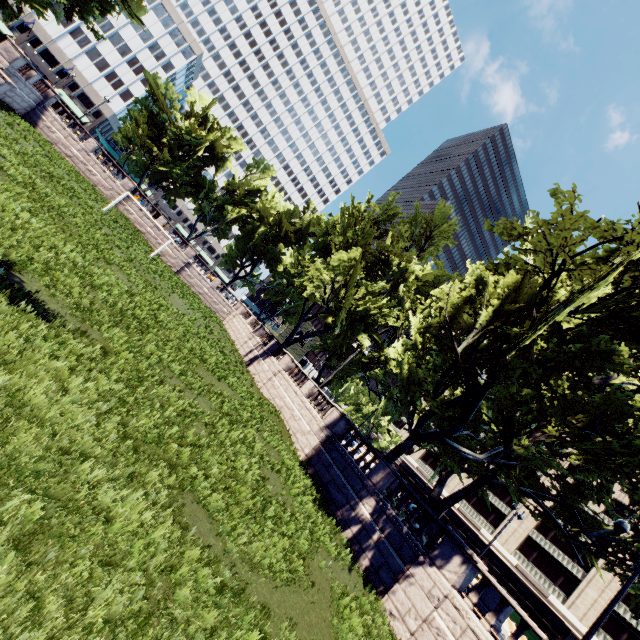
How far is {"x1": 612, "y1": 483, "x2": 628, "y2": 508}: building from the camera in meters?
43.0

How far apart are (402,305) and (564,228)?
26.6 meters

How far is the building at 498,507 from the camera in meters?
48.0 m

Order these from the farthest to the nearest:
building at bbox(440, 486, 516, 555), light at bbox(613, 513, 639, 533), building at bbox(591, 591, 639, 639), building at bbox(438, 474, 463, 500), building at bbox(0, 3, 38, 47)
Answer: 1. building at bbox(0, 3, 38, 47)
2. building at bbox(438, 474, 463, 500)
3. building at bbox(440, 486, 516, 555)
4. building at bbox(591, 591, 639, 639)
5. light at bbox(613, 513, 639, 533)

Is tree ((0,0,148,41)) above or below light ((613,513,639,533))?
above

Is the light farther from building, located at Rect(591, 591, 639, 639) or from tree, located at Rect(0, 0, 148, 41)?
building, located at Rect(591, 591, 639, 639)

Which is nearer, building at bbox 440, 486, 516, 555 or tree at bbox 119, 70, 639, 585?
tree at bbox 119, 70, 639, 585

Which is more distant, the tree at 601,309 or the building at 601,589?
the building at 601,589
